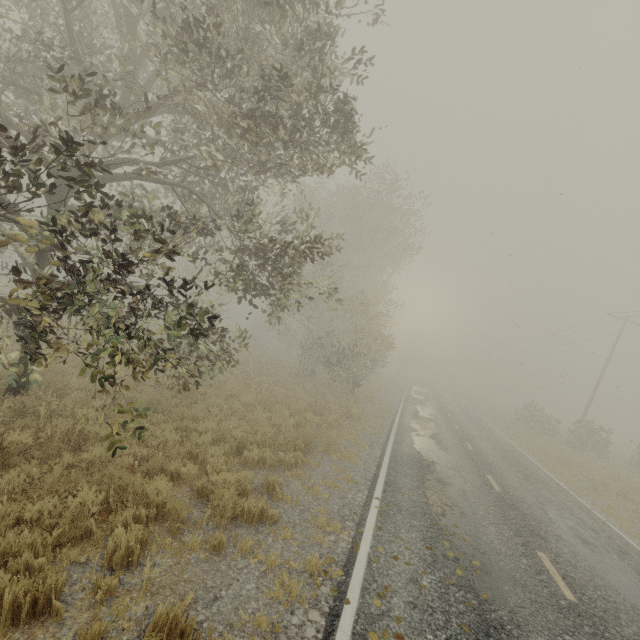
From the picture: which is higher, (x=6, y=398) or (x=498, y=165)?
(x=498, y=165)
